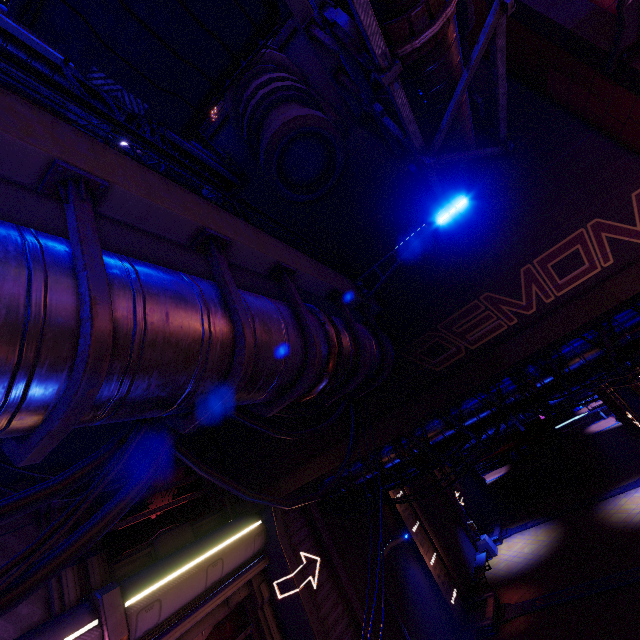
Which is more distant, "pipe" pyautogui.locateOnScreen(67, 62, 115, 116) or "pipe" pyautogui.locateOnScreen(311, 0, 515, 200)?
"pipe" pyautogui.locateOnScreen(67, 62, 115, 116)

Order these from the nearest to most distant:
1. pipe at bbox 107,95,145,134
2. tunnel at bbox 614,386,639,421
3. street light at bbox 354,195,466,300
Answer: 1. street light at bbox 354,195,466,300
2. pipe at bbox 107,95,145,134
3. tunnel at bbox 614,386,639,421

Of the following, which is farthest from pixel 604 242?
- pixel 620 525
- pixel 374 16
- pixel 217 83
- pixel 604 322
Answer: pixel 620 525

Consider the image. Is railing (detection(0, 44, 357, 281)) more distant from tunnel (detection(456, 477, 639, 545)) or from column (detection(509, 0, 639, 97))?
tunnel (detection(456, 477, 639, 545))

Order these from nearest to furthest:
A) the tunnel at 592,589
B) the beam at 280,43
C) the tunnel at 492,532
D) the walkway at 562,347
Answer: the walkway at 562,347
the tunnel at 592,589
the beam at 280,43
the tunnel at 492,532

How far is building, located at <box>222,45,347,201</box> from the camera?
9.11m

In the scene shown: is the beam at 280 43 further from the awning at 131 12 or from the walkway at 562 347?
the walkway at 562 347

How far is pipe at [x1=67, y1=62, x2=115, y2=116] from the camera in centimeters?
889cm
